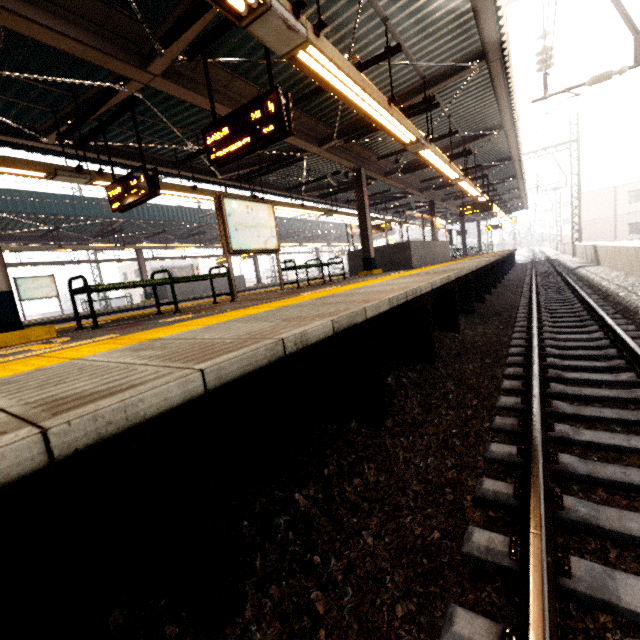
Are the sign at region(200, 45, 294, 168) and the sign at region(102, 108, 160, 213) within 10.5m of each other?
yes

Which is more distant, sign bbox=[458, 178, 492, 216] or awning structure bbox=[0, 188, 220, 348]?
sign bbox=[458, 178, 492, 216]

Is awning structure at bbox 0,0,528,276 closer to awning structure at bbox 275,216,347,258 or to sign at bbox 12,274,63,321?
awning structure at bbox 275,216,347,258

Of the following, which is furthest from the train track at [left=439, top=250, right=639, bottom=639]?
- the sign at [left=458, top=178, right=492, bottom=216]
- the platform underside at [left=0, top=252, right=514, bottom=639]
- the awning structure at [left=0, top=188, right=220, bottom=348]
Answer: the awning structure at [left=0, top=188, right=220, bottom=348]

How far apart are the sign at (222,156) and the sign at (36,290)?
15.77m

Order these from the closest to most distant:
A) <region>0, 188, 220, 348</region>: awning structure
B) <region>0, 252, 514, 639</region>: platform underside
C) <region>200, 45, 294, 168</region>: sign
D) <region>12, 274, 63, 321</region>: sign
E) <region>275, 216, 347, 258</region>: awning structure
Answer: <region>0, 252, 514, 639</region>: platform underside, <region>0, 188, 220, 348</region>: awning structure, <region>200, 45, 294, 168</region>: sign, <region>12, 274, 63, 321</region>: sign, <region>275, 216, 347, 258</region>: awning structure

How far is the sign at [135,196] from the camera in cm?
584

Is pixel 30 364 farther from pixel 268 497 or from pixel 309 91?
pixel 309 91
